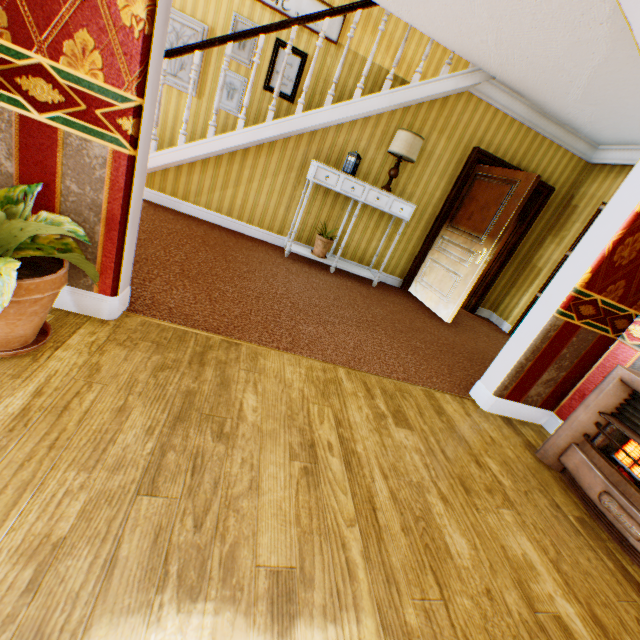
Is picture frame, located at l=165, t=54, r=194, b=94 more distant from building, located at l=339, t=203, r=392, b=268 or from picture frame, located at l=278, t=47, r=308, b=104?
picture frame, located at l=278, t=47, r=308, b=104

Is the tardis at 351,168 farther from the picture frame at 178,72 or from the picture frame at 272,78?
the picture frame at 178,72

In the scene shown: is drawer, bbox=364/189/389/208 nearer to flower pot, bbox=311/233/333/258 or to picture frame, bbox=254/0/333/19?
flower pot, bbox=311/233/333/258

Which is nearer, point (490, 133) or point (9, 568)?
point (9, 568)

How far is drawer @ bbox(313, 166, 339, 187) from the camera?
4.3 meters

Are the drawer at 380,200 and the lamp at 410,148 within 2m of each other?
yes

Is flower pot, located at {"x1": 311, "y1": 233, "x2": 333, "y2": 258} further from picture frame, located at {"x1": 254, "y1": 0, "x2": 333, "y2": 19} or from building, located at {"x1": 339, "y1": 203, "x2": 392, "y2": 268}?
picture frame, located at {"x1": 254, "y1": 0, "x2": 333, "y2": 19}

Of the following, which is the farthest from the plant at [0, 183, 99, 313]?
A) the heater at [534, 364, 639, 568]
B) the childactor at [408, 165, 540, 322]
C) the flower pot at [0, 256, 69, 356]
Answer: the childactor at [408, 165, 540, 322]
